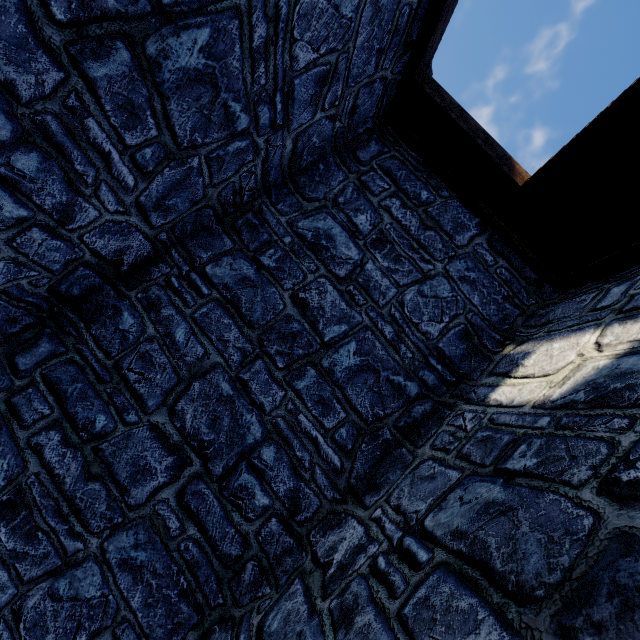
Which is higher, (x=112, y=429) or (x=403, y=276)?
(x=403, y=276)
